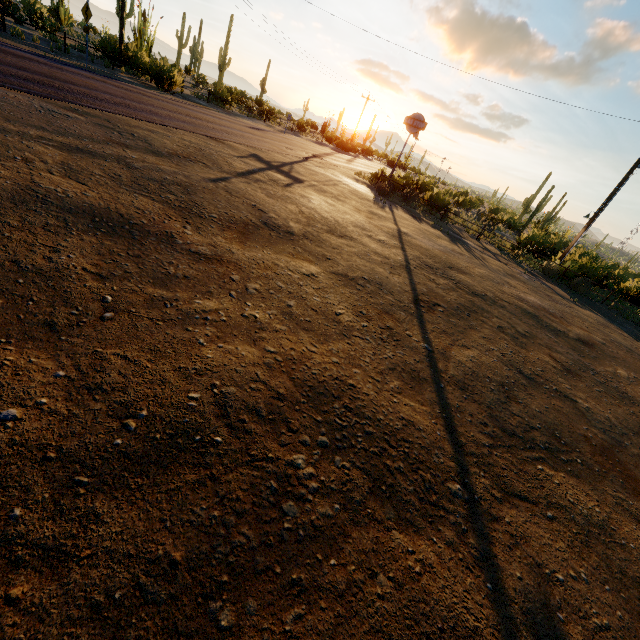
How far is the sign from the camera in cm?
2025

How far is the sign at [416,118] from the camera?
20.2 meters

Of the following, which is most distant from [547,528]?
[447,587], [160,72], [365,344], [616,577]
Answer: [160,72]
